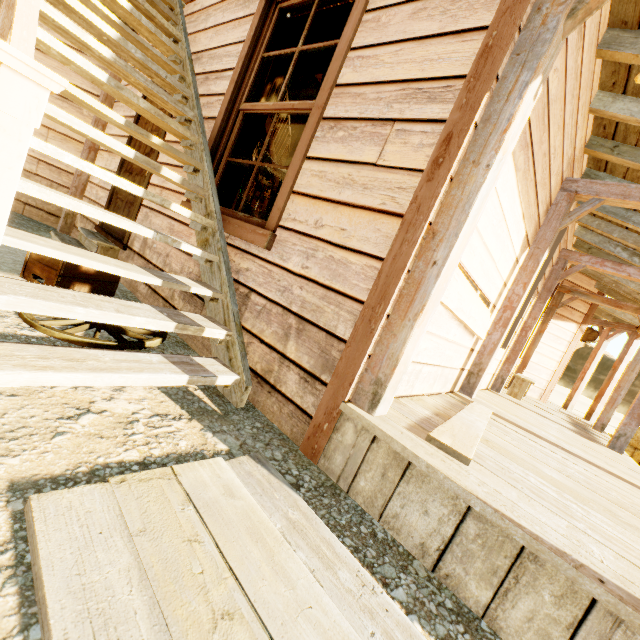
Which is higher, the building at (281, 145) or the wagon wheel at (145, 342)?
the building at (281, 145)

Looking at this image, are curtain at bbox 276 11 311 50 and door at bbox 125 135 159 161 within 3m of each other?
yes

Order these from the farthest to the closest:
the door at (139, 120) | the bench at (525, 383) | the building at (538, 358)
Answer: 1. the bench at (525, 383)
2. the door at (139, 120)
3. the building at (538, 358)

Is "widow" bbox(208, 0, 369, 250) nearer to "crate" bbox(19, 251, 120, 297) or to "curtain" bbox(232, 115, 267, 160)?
"curtain" bbox(232, 115, 267, 160)

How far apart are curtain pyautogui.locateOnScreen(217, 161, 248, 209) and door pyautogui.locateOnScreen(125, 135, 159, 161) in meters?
1.2

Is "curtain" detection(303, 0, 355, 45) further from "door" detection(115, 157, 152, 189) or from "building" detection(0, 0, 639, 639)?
"door" detection(115, 157, 152, 189)

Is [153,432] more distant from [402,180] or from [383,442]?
[402,180]

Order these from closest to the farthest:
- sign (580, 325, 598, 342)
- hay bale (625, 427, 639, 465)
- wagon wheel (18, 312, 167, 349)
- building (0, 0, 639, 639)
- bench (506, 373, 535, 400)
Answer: building (0, 0, 639, 639) → wagon wheel (18, 312, 167, 349) → bench (506, 373, 535, 400) → hay bale (625, 427, 639, 465) → sign (580, 325, 598, 342)
